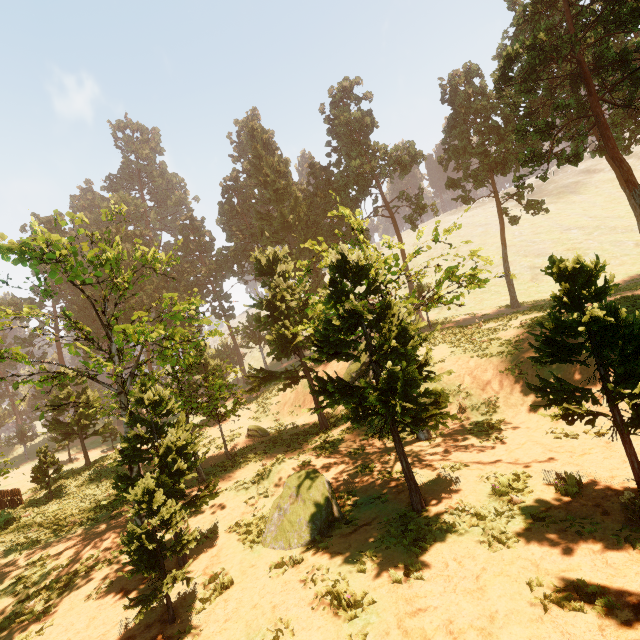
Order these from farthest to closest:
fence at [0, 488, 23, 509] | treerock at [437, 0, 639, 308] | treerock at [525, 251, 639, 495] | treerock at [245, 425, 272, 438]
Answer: treerock at [245, 425, 272, 438], fence at [0, 488, 23, 509], treerock at [437, 0, 639, 308], treerock at [525, 251, 639, 495]

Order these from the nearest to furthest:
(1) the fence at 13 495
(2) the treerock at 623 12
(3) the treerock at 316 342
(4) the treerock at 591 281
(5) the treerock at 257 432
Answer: (4) the treerock at 591 281 < (3) the treerock at 316 342 < (2) the treerock at 623 12 < (1) the fence at 13 495 < (5) the treerock at 257 432

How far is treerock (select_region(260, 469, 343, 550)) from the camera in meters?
10.2

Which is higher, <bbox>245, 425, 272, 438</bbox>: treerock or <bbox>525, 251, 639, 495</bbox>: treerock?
<bbox>525, 251, 639, 495</bbox>: treerock

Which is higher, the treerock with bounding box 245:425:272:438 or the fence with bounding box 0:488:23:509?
the fence with bounding box 0:488:23:509

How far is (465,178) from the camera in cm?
3094

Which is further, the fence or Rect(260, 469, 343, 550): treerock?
the fence

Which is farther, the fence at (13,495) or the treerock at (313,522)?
the fence at (13,495)
